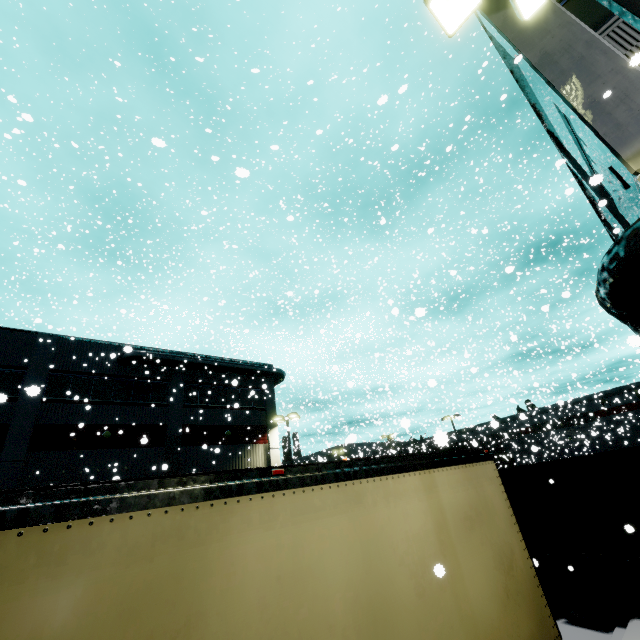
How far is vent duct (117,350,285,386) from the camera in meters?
22.0

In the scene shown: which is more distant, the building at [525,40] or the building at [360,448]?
the building at [360,448]

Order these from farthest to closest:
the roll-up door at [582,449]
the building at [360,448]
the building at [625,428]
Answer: the roll-up door at [582,449]
the building at [625,428]
the building at [360,448]

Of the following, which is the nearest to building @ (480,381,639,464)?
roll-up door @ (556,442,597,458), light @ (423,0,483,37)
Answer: roll-up door @ (556,442,597,458)

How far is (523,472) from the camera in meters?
9.7 m

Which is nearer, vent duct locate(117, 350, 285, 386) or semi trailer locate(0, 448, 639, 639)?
semi trailer locate(0, 448, 639, 639)

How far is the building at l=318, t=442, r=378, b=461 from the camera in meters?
29.2 m

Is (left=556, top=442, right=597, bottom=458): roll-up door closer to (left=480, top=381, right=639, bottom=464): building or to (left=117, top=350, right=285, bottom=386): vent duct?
(left=480, top=381, right=639, bottom=464): building
